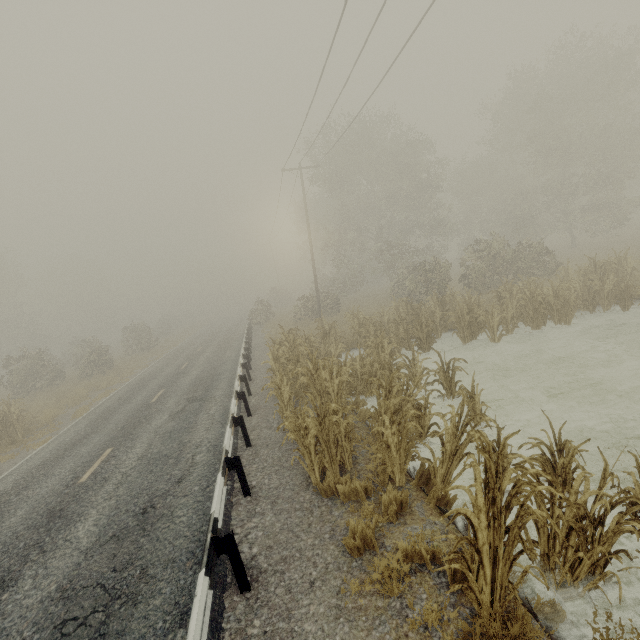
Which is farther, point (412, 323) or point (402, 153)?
point (402, 153)
